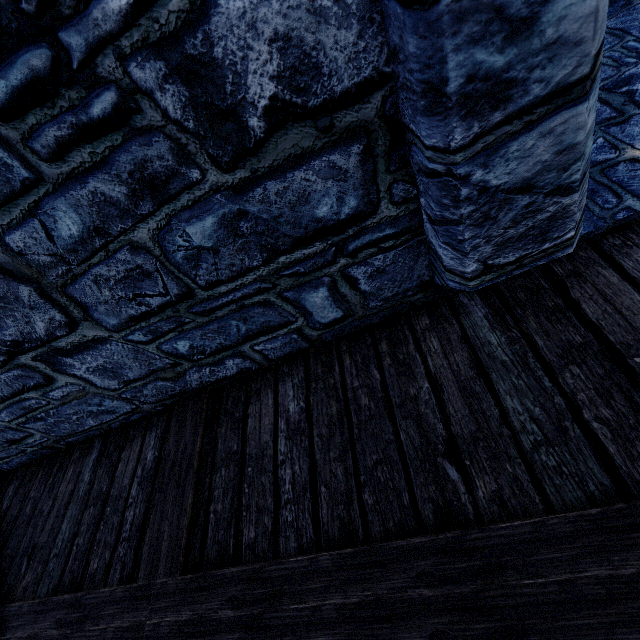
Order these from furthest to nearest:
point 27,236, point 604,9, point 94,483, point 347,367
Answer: point 94,483 < point 347,367 < point 27,236 < point 604,9
